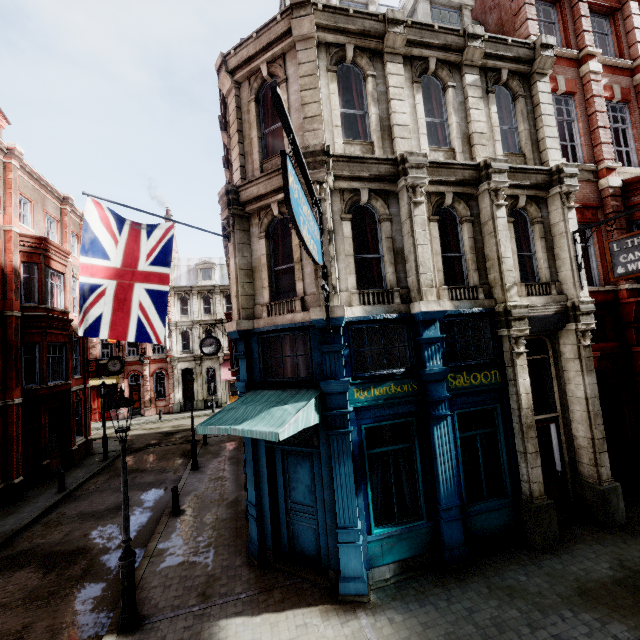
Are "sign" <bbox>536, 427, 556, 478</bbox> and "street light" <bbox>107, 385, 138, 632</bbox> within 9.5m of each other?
no

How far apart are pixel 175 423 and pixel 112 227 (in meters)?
26.54

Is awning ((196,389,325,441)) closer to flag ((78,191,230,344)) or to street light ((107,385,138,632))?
street light ((107,385,138,632))

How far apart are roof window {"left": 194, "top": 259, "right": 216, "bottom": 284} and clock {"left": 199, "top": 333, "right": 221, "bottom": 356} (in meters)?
24.20

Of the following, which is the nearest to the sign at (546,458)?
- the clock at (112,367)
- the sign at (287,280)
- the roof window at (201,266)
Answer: the sign at (287,280)

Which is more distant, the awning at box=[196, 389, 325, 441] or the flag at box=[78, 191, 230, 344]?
the flag at box=[78, 191, 230, 344]

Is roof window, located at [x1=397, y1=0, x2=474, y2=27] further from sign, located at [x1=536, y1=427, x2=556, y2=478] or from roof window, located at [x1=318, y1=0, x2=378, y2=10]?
sign, located at [x1=536, y1=427, x2=556, y2=478]

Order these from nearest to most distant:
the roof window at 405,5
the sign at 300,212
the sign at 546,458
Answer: the sign at 300,212
the sign at 546,458
the roof window at 405,5
